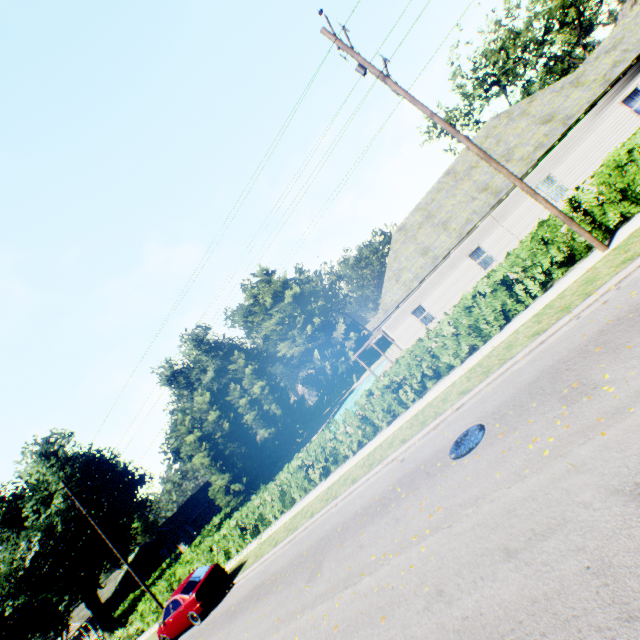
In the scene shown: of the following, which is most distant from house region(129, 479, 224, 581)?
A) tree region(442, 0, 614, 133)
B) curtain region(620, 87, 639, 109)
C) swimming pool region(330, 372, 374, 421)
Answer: Result: curtain region(620, 87, 639, 109)

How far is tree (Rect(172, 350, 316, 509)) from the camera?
Answer: 34.0m

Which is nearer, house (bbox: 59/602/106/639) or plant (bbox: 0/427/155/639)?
plant (bbox: 0/427/155/639)

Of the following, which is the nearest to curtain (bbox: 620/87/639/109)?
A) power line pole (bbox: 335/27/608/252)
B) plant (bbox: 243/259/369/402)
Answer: power line pole (bbox: 335/27/608/252)

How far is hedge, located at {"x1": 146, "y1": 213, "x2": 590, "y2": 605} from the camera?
11.23m

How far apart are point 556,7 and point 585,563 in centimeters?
4413cm

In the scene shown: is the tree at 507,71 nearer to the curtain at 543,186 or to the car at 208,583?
the curtain at 543,186

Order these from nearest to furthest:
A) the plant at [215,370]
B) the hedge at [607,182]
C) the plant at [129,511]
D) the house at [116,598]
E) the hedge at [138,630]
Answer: the hedge at [607,182] → the hedge at [138,630] → the plant at [129,511] → the house at [116,598] → the plant at [215,370]
